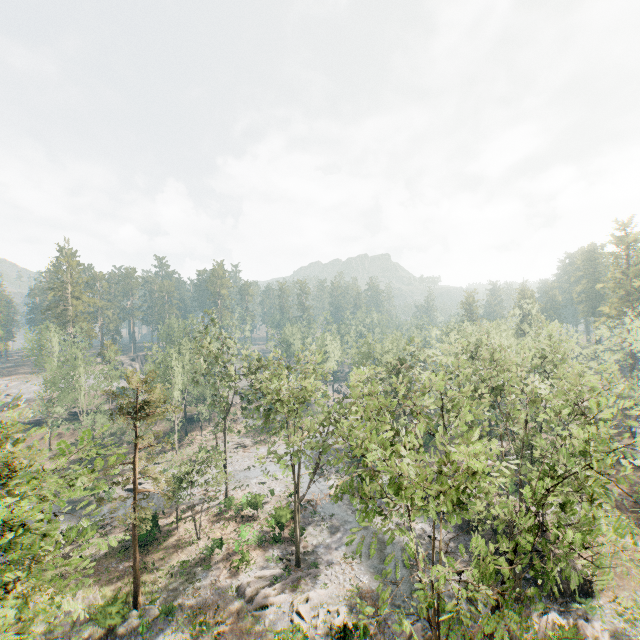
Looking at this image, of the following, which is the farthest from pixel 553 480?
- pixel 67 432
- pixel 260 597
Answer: pixel 67 432

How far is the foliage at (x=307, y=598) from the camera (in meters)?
23.58

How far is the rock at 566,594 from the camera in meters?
23.8

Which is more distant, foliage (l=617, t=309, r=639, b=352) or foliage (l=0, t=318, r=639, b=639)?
foliage (l=617, t=309, r=639, b=352)

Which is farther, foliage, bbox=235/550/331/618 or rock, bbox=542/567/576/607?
foliage, bbox=235/550/331/618

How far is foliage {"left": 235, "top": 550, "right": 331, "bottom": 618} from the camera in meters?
24.9 m
